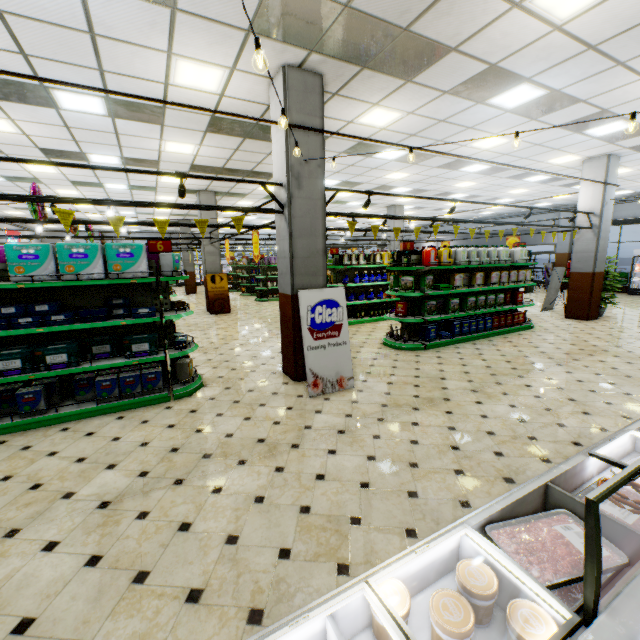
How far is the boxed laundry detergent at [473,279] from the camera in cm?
756

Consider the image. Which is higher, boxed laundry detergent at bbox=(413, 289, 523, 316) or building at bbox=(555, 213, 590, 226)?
building at bbox=(555, 213, 590, 226)

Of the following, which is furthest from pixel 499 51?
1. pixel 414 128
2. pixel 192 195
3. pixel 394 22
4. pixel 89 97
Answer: pixel 192 195

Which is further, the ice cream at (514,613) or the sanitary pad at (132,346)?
the sanitary pad at (132,346)

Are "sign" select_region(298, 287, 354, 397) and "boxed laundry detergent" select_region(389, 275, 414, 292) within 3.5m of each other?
yes

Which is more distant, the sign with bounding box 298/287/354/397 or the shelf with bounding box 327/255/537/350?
the shelf with bounding box 327/255/537/350

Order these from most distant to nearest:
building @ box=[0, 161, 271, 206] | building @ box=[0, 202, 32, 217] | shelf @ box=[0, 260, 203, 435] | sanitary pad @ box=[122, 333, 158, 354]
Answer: building @ box=[0, 202, 32, 217] < building @ box=[0, 161, 271, 206] < sanitary pad @ box=[122, 333, 158, 354] < shelf @ box=[0, 260, 203, 435]

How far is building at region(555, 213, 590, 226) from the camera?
10.0 meters
